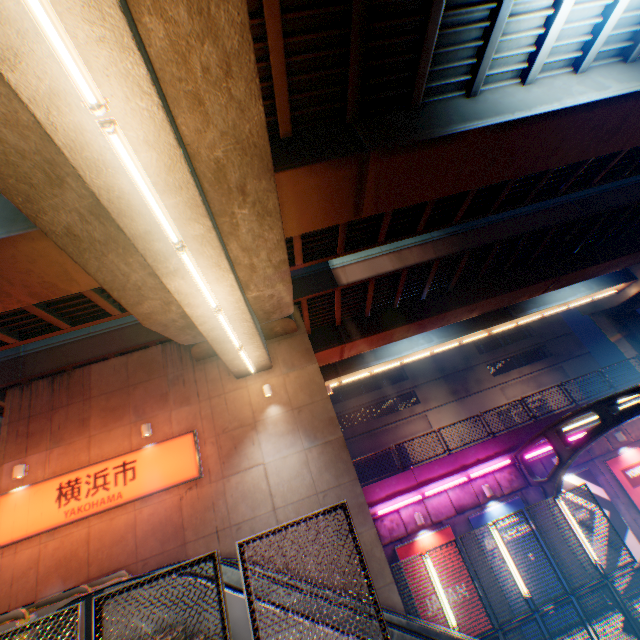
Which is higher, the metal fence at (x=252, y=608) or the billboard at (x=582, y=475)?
the metal fence at (x=252, y=608)

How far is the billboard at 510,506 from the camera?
13.5m

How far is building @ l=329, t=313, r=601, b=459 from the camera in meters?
36.1 m

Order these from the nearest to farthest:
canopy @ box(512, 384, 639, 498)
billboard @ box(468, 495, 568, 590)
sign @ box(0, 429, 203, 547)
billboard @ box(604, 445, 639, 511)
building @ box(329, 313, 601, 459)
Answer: canopy @ box(512, 384, 639, 498) → sign @ box(0, 429, 203, 547) → billboard @ box(468, 495, 568, 590) → billboard @ box(604, 445, 639, 511) → building @ box(329, 313, 601, 459)

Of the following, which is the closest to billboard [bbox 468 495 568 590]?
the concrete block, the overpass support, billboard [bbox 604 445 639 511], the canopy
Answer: the canopy

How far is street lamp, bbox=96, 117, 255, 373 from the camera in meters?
4.3 m

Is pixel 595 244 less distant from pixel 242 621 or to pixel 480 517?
pixel 480 517

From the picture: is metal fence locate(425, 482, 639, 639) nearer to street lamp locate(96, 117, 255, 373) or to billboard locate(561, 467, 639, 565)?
billboard locate(561, 467, 639, 565)
